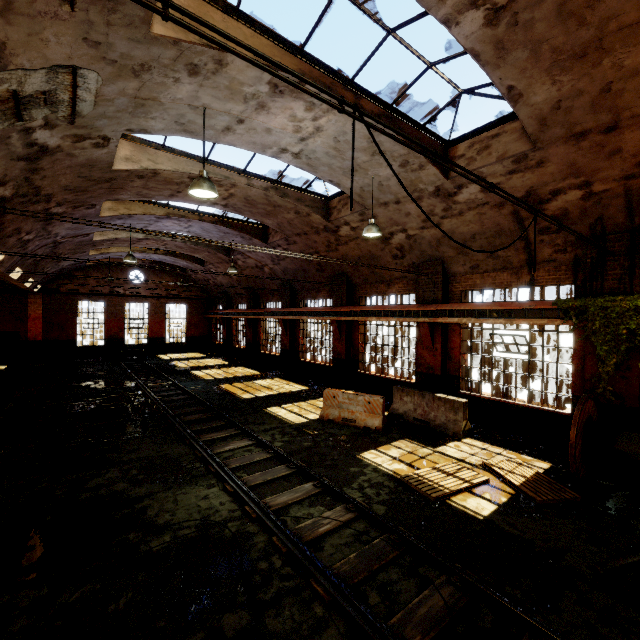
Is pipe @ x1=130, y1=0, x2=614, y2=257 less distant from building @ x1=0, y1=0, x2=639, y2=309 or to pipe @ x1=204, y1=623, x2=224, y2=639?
building @ x1=0, y1=0, x2=639, y2=309

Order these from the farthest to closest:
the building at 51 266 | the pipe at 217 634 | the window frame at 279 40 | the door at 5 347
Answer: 1. the door at 5 347
2. the building at 51 266
3. the window frame at 279 40
4. the pipe at 217 634

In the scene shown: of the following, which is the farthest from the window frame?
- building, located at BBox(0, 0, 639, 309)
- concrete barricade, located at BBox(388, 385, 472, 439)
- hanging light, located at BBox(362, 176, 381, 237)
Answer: concrete barricade, located at BBox(388, 385, 472, 439)

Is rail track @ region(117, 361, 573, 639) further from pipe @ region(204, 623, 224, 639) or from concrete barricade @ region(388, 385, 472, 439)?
concrete barricade @ region(388, 385, 472, 439)

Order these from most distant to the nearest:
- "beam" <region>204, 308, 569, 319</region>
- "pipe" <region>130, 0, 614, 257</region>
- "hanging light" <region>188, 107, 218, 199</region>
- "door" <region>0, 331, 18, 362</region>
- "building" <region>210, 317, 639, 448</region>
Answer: "door" <region>0, 331, 18, 362</region> < "beam" <region>204, 308, 569, 319</region> < "building" <region>210, 317, 639, 448</region> < "hanging light" <region>188, 107, 218, 199</region> < "pipe" <region>130, 0, 614, 257</region>

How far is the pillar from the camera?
23.3 meters

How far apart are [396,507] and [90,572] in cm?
479

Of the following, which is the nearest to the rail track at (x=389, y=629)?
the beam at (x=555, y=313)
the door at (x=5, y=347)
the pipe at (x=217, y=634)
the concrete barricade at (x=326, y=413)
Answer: the pipe at (x=217, y=634)
